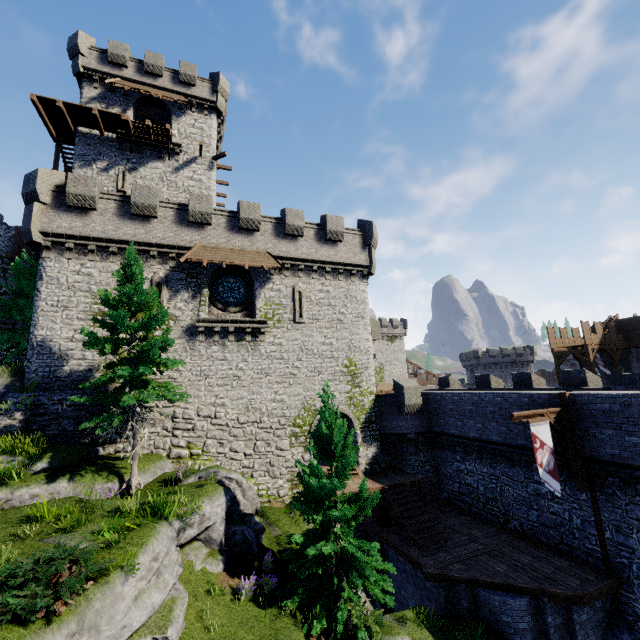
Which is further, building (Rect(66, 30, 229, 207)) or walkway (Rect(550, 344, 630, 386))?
walkway (Rect(550, 344, 630, 386))

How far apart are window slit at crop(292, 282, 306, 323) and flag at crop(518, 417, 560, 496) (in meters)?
12.68

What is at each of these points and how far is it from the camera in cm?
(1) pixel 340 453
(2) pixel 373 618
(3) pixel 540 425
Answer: (1) tree, 1209
(2) bush, 1034
(3) flag, 1265

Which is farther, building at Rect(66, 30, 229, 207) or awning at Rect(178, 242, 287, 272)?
building at Rect(66, 30, 229, 207)

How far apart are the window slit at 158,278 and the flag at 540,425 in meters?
18.0 m

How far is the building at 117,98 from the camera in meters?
24.0 m

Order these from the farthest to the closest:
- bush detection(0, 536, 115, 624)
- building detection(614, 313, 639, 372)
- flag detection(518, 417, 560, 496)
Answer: building detection(614, 313, 639, 372) < flag detection(518, 417, 560, 496) < bush detection(0, 536, 115, 624)

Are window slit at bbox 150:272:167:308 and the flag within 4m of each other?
no
